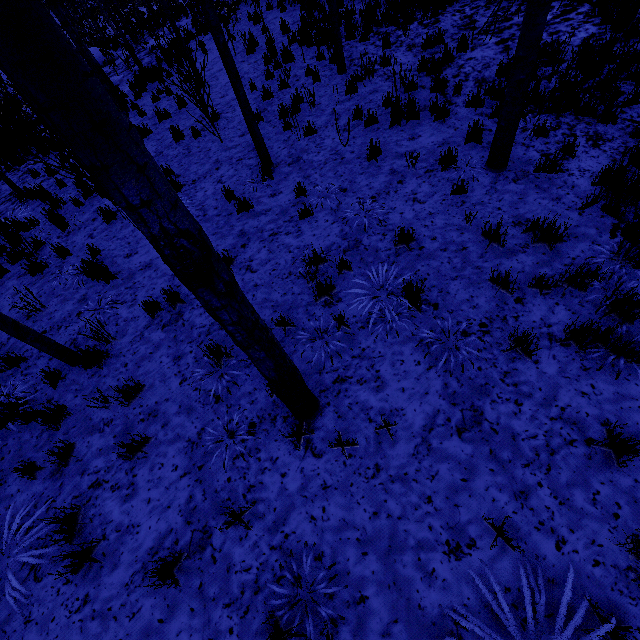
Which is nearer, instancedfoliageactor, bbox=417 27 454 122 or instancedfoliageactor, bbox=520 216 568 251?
instancedfoliageactor, bbox=520 216 568 251

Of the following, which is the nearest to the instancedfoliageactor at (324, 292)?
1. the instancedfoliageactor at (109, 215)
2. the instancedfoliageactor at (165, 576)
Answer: the instancedfoliageactor at (165, 576)

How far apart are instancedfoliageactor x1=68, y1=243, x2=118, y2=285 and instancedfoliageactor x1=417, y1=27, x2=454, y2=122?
4.9 meters

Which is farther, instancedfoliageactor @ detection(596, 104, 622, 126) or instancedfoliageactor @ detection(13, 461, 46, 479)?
instancedfoliageactor @ detection(596, 104, 622, 126)

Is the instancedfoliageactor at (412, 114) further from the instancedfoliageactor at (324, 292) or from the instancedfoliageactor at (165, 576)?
the instancedfoliageactor at (165, 576)

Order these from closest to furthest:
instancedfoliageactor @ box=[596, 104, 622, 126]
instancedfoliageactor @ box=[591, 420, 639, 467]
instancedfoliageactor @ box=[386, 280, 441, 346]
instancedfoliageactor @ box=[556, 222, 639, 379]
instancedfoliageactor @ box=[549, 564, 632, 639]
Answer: instancedfoliageactor @ box=[549, 564, 632, 639] → instancedfoliageactor @ box=[591, 420, 639, 467] → instancedfoliageactor @ box=[556, 222, 639, 379] → instancedfoliageactor @ box=[386, 280, 441, 346] → instancedfoliageactor @ box=[596, 104, 622, 126]

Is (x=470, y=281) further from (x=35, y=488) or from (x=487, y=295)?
(x=35, y=488)
